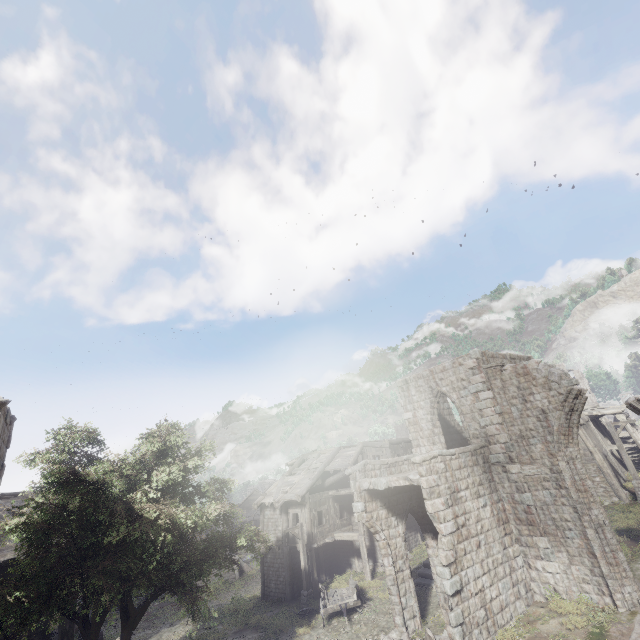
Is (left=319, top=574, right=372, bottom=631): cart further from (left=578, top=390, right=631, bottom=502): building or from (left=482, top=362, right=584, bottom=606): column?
(left=482, top=362, right=584, bottom=606): column

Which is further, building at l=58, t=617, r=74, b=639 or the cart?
building at l=58, t=617, r=74, b=639

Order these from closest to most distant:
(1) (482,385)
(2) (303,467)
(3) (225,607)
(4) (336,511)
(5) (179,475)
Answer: (5) (179,475)
(1) (482,385)
(3) (225,607)
(4) (336,511)
(2) (303,467)

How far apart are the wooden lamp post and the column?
13.3m

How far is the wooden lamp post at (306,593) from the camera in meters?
19.3 m

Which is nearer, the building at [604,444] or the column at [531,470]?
the column at [531,470]

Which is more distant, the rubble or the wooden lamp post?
the wooden lamp post

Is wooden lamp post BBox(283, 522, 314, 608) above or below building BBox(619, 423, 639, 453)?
below
